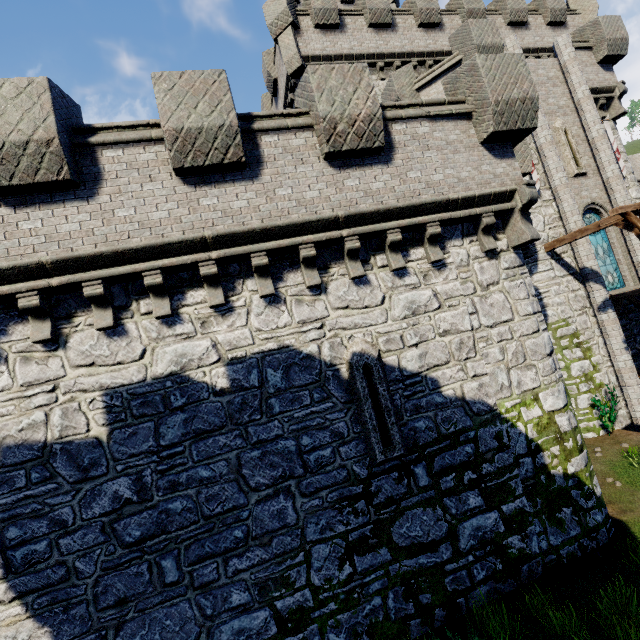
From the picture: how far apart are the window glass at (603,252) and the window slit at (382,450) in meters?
12.9

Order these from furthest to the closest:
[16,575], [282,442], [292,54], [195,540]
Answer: [292,54], [282,442], [195,540], [16,575]

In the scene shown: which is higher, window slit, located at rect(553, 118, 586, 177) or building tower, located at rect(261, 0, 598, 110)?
building tower, located at rect(261, 0, 598, 110)

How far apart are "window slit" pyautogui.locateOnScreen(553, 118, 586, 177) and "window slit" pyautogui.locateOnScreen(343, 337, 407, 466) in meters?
13.9 m

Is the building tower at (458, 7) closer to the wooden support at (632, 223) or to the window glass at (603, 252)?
the window glass at (603, 252)

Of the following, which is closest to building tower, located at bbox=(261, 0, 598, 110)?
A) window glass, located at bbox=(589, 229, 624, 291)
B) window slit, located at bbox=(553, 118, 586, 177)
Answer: window glass, located at bbox=(589, 229, 624, 291)

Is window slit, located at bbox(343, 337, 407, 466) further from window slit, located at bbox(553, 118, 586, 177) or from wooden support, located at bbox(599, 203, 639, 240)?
window slit, located at bbox(553, 118, 586, 177)

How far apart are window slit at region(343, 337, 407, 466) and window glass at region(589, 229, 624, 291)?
12.87m
